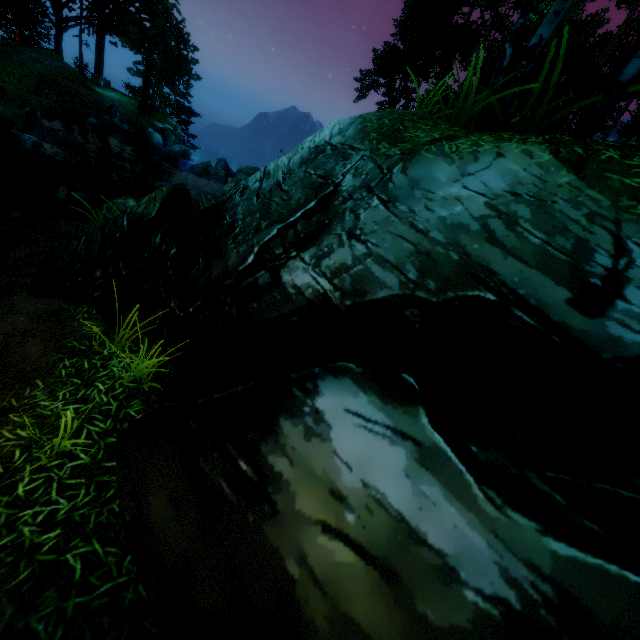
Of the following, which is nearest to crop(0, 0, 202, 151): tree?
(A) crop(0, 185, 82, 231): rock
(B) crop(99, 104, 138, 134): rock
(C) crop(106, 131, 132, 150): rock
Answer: (B) crop(99, 104, 138, 134): rock

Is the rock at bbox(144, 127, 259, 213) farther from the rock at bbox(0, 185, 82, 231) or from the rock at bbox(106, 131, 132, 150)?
the rock at bbox(0, 185, 82, 231)

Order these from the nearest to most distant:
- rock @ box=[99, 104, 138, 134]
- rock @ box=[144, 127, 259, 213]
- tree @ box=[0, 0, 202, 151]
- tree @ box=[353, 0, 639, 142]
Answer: tree @ box=[353, 0, 639, 142] < rock @ box=[144, 127, 259, 213] < rock @ box=[99, 104, 138, 134] < tree @ box=[0, 0, 202, 151]

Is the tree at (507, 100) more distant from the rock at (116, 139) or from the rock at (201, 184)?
the rock at (116, 139)

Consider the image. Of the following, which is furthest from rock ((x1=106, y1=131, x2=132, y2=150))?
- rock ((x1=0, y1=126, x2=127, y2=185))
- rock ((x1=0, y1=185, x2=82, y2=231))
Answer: rock ((x1=0, y1=185, x2=82, y2=231))

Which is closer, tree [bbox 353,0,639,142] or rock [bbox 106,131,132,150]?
tree [bbox 353,0,639,142]

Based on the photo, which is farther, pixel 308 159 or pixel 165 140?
pixel 165 140

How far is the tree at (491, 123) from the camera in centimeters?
Result: 557cm
